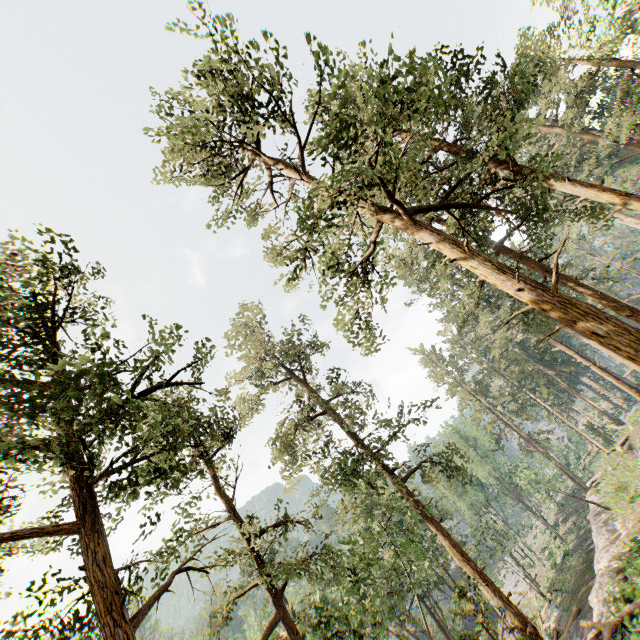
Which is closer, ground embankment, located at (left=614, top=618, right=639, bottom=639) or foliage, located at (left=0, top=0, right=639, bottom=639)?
foliage, located at (left=0, top=0, right=639, bottom=639)

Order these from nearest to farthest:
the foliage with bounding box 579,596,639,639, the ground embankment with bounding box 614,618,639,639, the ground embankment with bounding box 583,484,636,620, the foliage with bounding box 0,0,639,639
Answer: the foliage with bounding box 0,0,639,639 → the ground embankment with bounding box 614,618,639,639 → the foliage with bounding box 579,596,639,639 → the ground embankment with bounding box 583,484,636,620

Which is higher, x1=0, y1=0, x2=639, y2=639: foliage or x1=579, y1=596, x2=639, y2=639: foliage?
x1=0, y1=0, x2=639, y2=639: foliage

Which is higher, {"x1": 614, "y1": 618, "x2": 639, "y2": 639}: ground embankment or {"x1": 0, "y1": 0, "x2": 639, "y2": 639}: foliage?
{"x1": 0, "y1": 0, "x2": 639, "y2": 639}: foliage

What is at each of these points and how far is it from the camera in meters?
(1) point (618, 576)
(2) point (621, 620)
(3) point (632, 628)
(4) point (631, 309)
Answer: (1) ground embankment, 13.6 m
(2) foliage, 12.8 m
(3) ground embankment, 11.5 m
(4) foliage, 13.9 m

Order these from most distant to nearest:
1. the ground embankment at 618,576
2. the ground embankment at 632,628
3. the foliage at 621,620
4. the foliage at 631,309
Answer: the ground embankment at 618,576 → the foliage at 621,620 → the ground embankment at 632,628 → the foliage at 631,309

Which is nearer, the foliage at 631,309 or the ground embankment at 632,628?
the foliage at 631,309
